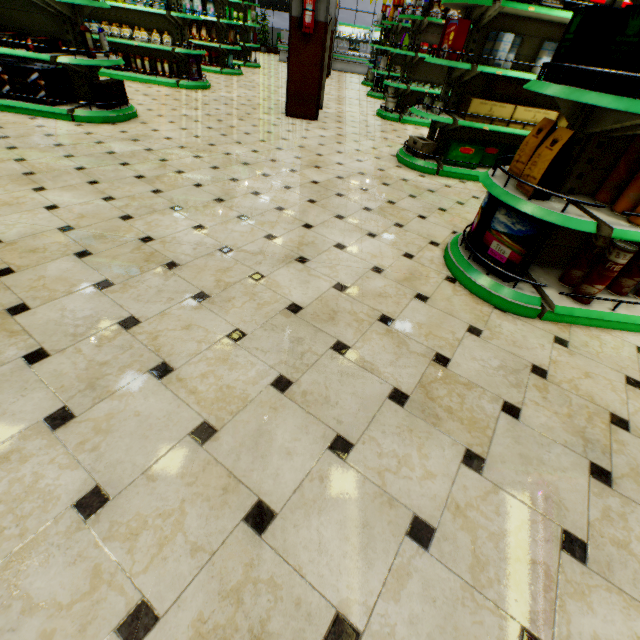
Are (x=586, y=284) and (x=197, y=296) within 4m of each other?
yes

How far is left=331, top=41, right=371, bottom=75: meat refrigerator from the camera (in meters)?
16.95

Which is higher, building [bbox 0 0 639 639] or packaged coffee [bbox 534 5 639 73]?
packaged coffee [bbox 534 5 639 73]

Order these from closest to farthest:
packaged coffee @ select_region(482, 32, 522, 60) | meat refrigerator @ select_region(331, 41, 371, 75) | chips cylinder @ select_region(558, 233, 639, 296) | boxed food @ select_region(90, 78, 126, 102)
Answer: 1. chips cylinder @ select_region(558, 233, 639, 296)
2. packaged coffee @ select_region(482, 32, 522, 60)
3. boxed food @ select_region(90, 78, 126, 102)
4. meat refrigerator @ select_region(331, 41, 371, 75)

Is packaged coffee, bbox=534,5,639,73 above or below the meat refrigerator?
above

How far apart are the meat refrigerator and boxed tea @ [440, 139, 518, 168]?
16.4m

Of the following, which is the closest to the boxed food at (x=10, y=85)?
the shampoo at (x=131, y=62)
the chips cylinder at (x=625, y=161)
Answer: the shampoo at (x=131, y=62)

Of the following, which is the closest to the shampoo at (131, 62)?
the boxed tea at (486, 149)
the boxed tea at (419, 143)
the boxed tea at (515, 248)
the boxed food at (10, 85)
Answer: the boxed food at (10, 85)
